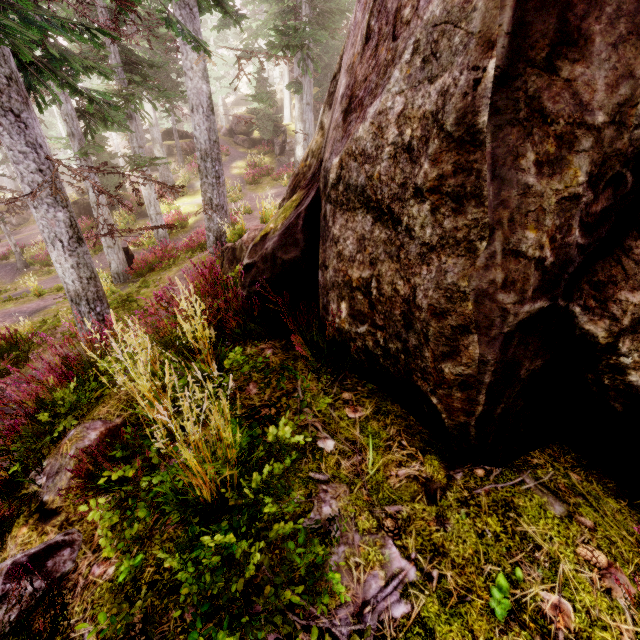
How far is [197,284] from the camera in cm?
468

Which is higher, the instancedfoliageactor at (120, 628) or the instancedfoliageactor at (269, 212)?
the instancedfoliageactor at (120, 628)

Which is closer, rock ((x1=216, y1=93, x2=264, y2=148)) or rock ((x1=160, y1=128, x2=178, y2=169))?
rock ((x1=160, y1=128, x2=178, y2=169))

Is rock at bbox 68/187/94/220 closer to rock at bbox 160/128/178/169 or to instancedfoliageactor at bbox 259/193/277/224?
instancedfoliageactor at bbox 259/193/277/224

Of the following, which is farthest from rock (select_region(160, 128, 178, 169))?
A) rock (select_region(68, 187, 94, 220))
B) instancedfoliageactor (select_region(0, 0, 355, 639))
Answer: rock (select_region(68, 187, 94, 220))

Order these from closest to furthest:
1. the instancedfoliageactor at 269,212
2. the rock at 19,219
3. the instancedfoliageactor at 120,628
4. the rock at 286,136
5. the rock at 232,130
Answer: the instancedfoliageactor at 120,628 → the instancedfoliageactor at 269,212 → the rock at 286,136 → the rock at 19,219 → the rock at 232,130
